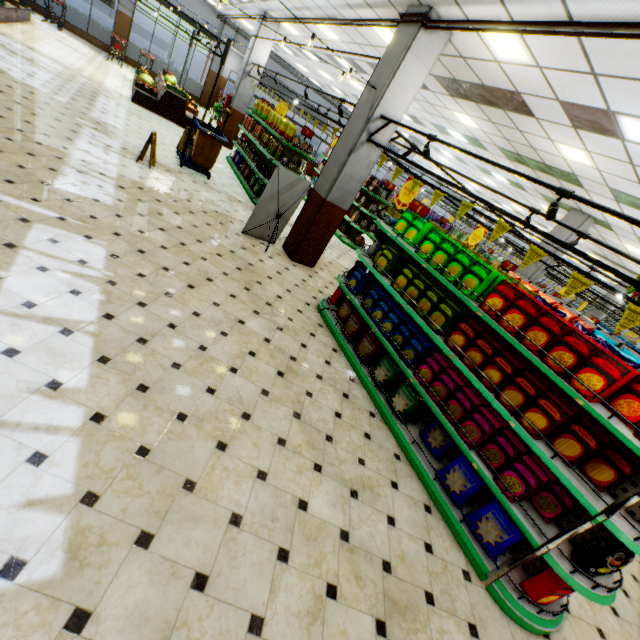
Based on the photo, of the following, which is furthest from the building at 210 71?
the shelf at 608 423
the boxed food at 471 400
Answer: the boxed food at 471 400

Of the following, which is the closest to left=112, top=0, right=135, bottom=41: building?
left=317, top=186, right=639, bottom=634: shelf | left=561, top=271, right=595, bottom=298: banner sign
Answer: left=317, top=186, right=639, bottom=634: shelf

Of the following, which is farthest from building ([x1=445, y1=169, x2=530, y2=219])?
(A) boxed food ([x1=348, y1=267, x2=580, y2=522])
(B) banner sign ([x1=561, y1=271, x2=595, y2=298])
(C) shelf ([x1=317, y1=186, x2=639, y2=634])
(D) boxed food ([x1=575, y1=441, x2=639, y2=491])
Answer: (B) banner sign ([x1=561, y1=271, x2=595, y2=298])

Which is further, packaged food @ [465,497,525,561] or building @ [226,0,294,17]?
building @ [226,0,294,17]

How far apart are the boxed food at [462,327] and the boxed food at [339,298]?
2.5 meters

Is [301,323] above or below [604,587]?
below

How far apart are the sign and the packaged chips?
6.4 meters
